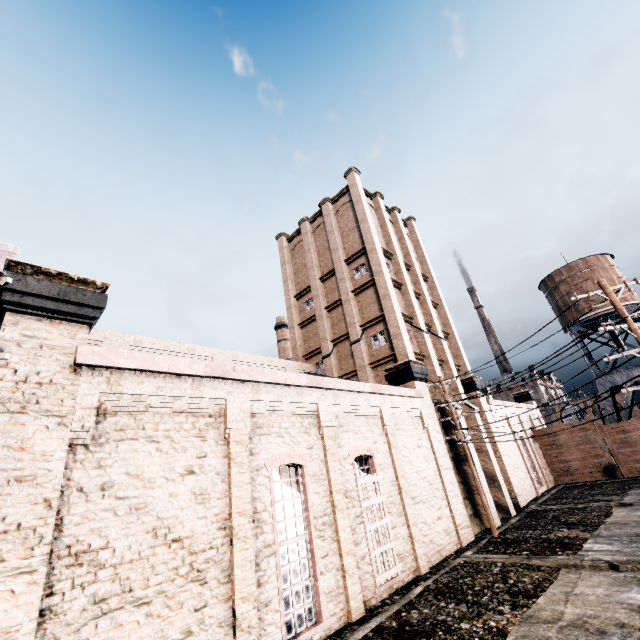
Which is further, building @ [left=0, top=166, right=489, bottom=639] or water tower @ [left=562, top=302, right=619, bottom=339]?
water tower @ [left=562, top=302, right=619, bottom=339]

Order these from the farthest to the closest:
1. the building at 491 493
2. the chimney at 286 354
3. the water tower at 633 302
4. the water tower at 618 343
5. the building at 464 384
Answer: the chimney at 286 354 → the water tower at 633 302 → the water tower at 618 343 → the building at 464 384 → the building at 491 493

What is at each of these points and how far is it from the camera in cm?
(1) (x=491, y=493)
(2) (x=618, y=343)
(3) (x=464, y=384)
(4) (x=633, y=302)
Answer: (1) building, 2258
(2) water tower, 3266
(3) building, 2836
(4) water tower, 3438

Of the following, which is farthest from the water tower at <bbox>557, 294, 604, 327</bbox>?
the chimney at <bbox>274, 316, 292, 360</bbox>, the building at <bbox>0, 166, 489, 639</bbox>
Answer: the chimney at <bbox>274, 316, 292, 360</bbox>

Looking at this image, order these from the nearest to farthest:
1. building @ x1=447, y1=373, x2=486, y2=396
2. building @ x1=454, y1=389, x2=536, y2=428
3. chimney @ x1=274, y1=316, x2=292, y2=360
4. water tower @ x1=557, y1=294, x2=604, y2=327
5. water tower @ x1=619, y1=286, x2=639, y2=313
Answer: building @ x1=454, y1=389, x2=536, y2=428, building @ x1=447, y1=373, x2=486, y2=396, water tower @ x1=619, y1=286, x2=639, y2=313, water tower @ x1=557, y1=294, x2=604, y2=327, chimney @ x1=274, y1=316, x2=292, y2=360

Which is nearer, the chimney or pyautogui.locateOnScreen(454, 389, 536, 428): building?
pyautogui.locateOnScreen(454, 389, 536, 428): building

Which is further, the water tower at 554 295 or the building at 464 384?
the water tower at 554 295

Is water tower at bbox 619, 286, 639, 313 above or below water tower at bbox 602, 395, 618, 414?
above
